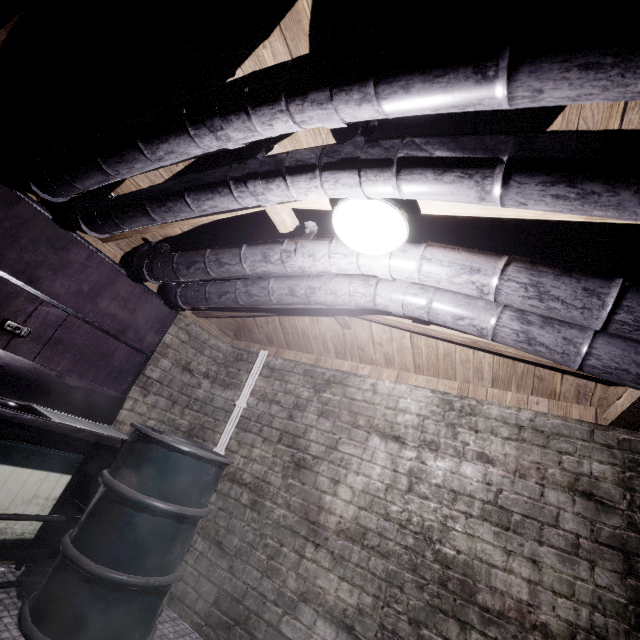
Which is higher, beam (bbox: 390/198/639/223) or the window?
beam (bbox: 390/198/639/223)

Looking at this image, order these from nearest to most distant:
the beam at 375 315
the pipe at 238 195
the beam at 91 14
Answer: the pipe at 238 195 < the beam at 91 14 < the beam at 375 315

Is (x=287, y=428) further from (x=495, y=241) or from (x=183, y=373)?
(x=495, y=241)

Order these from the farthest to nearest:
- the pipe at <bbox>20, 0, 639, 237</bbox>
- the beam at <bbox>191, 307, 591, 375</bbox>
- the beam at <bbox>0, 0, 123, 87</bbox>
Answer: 1. the beam at <bbox>191, 307, 591, 375</bbox>
2. the beam at <bbox>0, 0, 123, 87</bbox>
3. the pipe at <bbox>20, 0, 639, 237</bbox>

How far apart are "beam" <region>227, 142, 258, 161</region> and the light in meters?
0.5 m

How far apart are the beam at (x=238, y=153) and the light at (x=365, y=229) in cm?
53

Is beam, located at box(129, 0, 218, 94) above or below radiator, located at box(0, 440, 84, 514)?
above

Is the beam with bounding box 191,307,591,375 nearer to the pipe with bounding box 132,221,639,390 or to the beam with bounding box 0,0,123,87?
the pipe with bounding box 132,221,639,390
